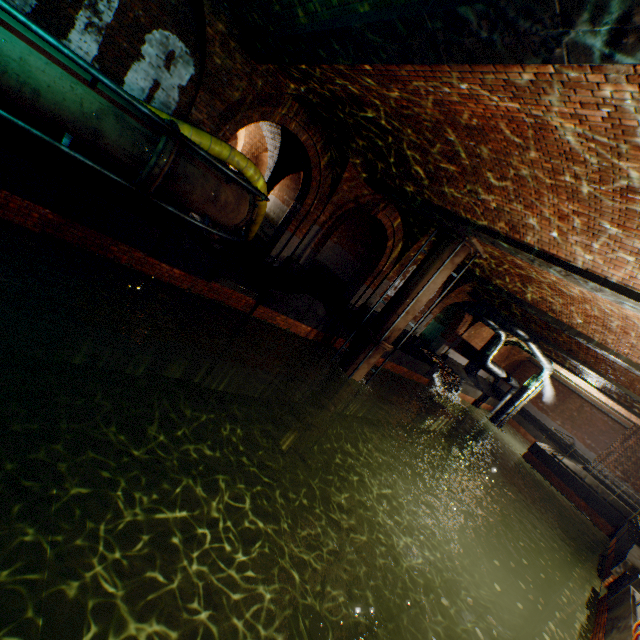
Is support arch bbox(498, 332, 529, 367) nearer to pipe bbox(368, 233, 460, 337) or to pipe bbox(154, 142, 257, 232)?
pipe bbox(368, 233, 460, 337)

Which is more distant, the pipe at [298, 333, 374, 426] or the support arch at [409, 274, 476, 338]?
the support arch at [409, 274, 476, 338]

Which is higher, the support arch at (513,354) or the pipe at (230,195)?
the support arch at (513,354)

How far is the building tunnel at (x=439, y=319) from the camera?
22.78m

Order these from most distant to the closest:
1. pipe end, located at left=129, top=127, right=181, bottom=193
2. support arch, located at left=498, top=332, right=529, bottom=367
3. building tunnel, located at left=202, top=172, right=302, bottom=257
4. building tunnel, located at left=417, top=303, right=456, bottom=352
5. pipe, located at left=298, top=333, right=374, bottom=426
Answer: support arch, located at left=498, top=332, right=529, bottom=367
building tunnel, located at left=417, top=303, right=456, bottom=352
building tunnel, located at left=202, top=172, right=302, bottom=257
pipe, located at left=298, top=333, right=374, bottom=426
pipe end, located at left=129, top=127, right=181, bottom=193

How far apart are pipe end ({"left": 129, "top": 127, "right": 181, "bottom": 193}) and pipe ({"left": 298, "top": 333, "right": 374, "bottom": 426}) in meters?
7.6 m

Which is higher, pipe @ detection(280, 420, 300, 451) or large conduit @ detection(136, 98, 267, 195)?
large conduit @ detection(136, 98, 267, 195)

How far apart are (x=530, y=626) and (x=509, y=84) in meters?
16.4
